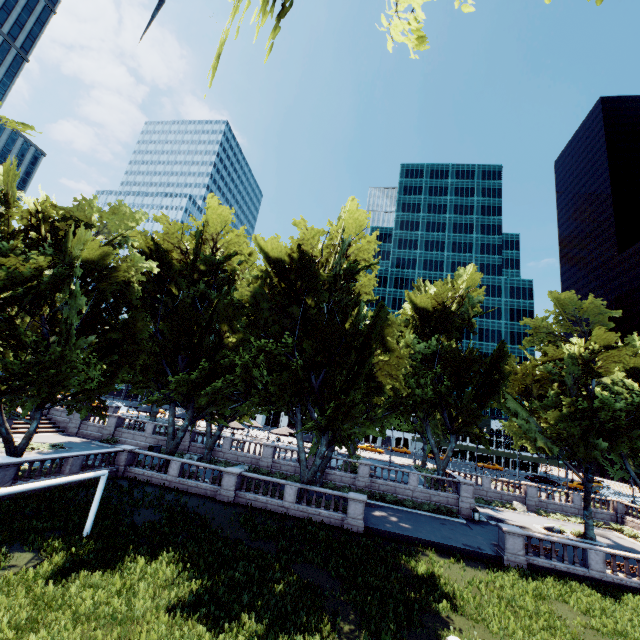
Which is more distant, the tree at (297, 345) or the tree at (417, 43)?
the tree at (297, 345)

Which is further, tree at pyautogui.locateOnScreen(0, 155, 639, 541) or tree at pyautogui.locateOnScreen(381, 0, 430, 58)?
tree at pyautogui.locateOnScreen(0, 155, 639, 541)

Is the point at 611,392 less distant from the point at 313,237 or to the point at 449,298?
the point at 449,298
